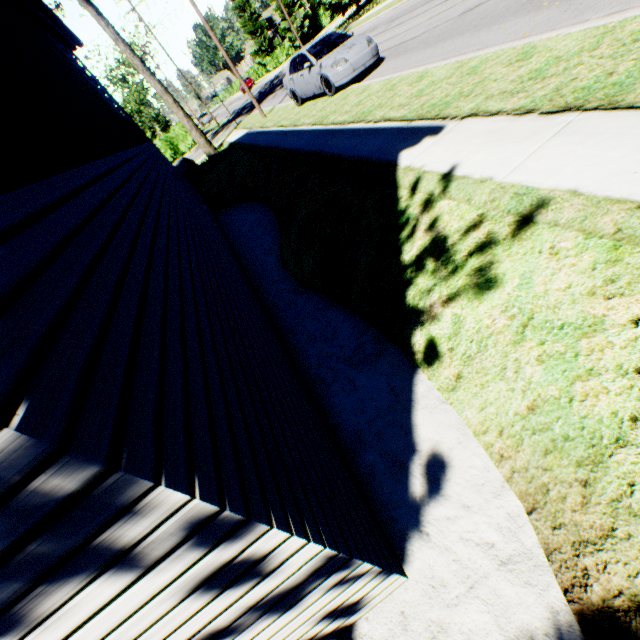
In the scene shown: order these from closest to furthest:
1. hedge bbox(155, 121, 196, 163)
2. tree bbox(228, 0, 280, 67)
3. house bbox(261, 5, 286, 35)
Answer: hedge bbox(155, 121, 196, 163)
tree bbox(228, 0, 280, 67)
house bbox(261, 5, 286, 35)

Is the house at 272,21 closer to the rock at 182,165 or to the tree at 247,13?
the tree at 247,13

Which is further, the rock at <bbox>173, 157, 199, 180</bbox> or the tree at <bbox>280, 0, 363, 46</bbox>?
the tree at <bbox>280, 0, 363, 46</bbox>

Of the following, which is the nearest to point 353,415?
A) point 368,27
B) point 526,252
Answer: point 526,252

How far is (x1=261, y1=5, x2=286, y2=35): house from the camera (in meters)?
51.44

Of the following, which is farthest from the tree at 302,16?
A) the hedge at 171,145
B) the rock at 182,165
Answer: the rock at 182,165

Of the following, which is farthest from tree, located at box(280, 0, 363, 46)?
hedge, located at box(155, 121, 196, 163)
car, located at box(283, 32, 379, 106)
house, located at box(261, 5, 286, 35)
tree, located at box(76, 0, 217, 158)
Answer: tree, located at box(76, 0, 217, 158)
